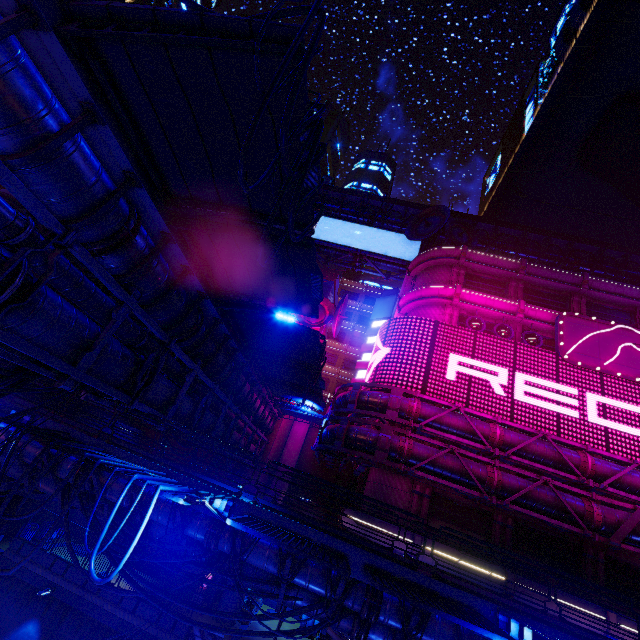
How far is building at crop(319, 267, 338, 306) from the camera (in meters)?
38.03

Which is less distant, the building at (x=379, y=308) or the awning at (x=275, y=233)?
the awning at (x=275, y=233)

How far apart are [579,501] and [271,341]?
18.7m

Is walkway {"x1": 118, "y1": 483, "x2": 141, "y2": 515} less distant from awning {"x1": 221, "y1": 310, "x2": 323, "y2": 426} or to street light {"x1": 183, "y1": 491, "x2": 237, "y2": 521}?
street light {"x1": 183, "y1": 491, "x2": 237, "y2": 521}

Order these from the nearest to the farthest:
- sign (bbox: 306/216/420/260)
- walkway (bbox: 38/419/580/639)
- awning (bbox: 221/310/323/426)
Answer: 1. walkway (bbox: 38/419/580/639)
2. awning (bbox: 221/310/323/426)
3. sign (bbox: 306/216/420/260)

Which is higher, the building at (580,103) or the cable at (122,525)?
the building at (580,103)

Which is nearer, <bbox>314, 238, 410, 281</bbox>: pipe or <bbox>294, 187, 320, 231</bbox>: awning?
<bbox>294, 187, 320, 231</bbox>: awning

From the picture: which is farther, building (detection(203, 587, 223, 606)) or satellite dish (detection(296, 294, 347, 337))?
satellite dish (detection(296, 294, 347, 337))
